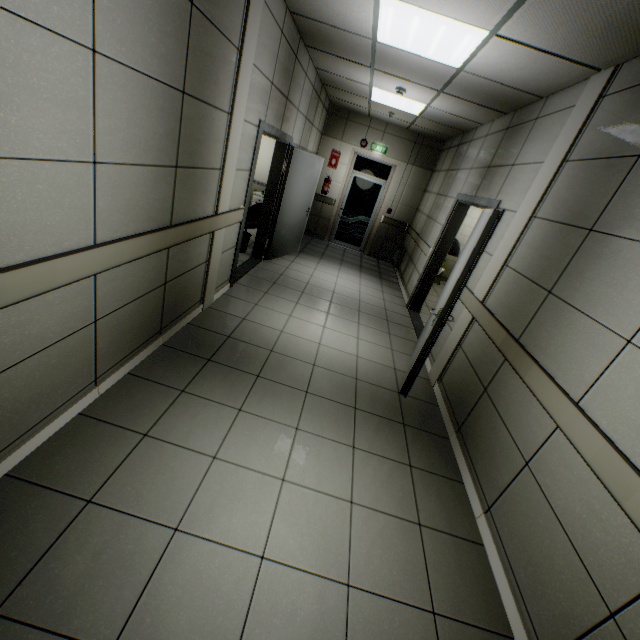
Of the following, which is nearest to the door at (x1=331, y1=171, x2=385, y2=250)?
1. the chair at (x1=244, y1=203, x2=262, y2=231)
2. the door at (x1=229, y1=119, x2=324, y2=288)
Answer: the door at (x1=229, y1=119, x2=324, y2=288)

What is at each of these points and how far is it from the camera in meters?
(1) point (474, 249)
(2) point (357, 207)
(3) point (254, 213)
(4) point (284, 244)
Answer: (1) door, 2.8 m
(2) door, 9.1 m
(3) chair, 6.5 m
(4) door, 6.6 m

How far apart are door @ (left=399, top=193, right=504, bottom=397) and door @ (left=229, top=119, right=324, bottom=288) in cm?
264

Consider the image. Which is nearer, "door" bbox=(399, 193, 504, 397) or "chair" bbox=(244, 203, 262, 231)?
"door" bbox=(399, 193, 504, 397)

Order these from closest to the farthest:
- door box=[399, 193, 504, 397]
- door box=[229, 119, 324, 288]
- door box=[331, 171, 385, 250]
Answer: door box=[399, 193, 504, 397], door box=[229, 119, 324, 288], door box=[331, 171, 385, 250]

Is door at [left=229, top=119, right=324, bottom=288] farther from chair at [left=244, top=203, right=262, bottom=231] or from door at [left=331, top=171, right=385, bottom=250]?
door at [left=331, top=171, right=385, bottom=250]

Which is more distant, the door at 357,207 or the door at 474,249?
the door at 357,207

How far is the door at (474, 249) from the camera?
2.8 meters
